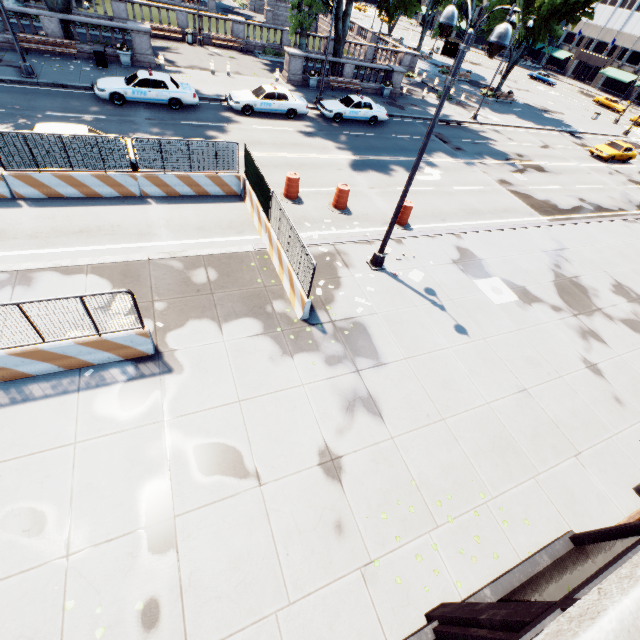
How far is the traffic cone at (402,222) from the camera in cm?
1448

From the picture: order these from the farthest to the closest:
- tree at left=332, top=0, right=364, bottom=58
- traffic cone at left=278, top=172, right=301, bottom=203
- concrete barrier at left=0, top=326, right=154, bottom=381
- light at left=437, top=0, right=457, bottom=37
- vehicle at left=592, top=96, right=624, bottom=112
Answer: vehicle at left=592, top=96, right=624, bottom=112 → tree at left=332, top=0, right=364, bottom=58 → traffic cone at left=278, top=172, right=301, bottom=203 → light at left=437, top=0, right=457, bottom=37 → concrete barrier at left=0, top=326, right=154, bottom=381

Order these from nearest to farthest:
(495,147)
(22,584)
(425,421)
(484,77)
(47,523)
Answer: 1. (22,584)
2. (47,523)
3. (425,421)
4. (495,147)
5. (484,77)

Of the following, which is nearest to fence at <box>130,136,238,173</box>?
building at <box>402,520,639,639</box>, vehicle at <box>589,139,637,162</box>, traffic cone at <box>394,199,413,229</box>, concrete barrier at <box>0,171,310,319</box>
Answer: concrete barrier at <box>0,171,310,319</box>

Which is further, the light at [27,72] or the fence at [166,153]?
the light at [27,72]

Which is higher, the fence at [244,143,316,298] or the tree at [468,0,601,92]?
the tree at [468,0,601,92]

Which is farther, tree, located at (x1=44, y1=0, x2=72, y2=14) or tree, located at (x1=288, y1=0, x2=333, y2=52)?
tree, located at (x1=288, y1=0, x2=333, y2=52)
